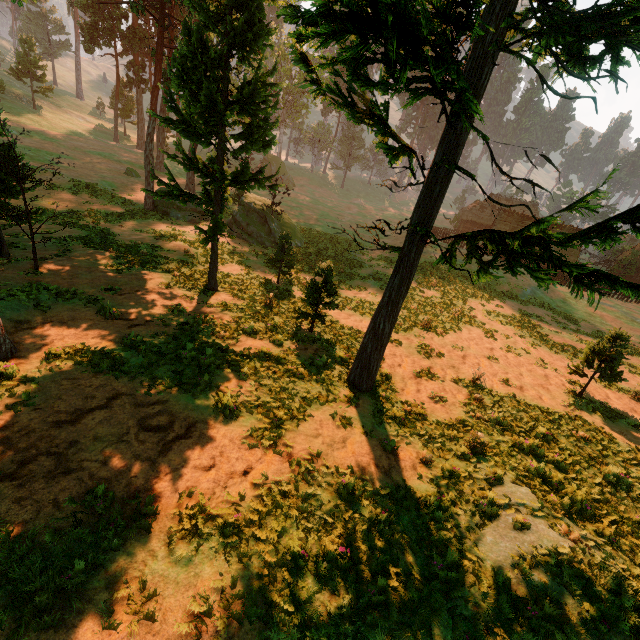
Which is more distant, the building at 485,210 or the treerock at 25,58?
the building at 485,210

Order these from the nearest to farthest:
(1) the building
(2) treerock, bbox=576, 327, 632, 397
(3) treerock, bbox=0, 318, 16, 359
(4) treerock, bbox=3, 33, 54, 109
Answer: (3) treerock, bbox=0, 318, 16, 359, (2) treerock, bbox=576, 327, 632, 397, (4) treerock, bbox=3, 33, 54, 109, (1) the building

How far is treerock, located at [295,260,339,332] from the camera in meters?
14.0 m

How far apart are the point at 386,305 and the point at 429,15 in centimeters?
704cm

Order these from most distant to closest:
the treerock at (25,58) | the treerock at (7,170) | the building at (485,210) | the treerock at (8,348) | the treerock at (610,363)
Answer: the building at (485,210)
the treerock at (25,58)
the treerock at (610,363)
the treerock at (7,170)
the treerock at (8,348)

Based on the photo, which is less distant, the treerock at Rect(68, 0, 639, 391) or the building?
the treerock at Rect(68, 0, 639, 391)

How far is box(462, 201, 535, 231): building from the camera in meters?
49.9 m

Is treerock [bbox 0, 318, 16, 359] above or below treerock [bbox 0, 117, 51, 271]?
below
